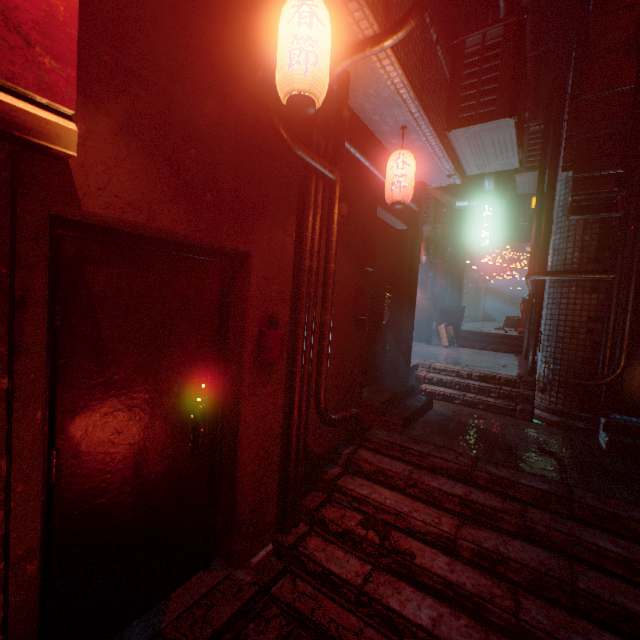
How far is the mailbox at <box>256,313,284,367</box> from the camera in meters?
2.1

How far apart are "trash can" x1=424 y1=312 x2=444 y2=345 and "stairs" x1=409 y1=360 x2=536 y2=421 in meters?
2.7

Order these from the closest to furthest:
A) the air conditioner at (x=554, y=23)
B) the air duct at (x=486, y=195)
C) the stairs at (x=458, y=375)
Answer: the stairs at (x=458, y=375), the air duct at (x=486, y=195), the air conditioner at (x=554, y=23)

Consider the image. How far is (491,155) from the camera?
3.52m

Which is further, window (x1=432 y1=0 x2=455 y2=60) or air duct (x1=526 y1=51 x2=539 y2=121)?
air duct (x1=526 y1=51 x2=539 y2=121)

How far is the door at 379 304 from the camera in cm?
389

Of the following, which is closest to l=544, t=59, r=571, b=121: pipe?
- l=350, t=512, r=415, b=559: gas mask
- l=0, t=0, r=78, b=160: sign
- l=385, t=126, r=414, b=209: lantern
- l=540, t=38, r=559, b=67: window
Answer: l=385, t=126, r=414, b=209: lantern

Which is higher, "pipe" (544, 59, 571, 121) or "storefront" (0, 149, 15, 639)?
"pipe" (544, 59, 571, 121)
